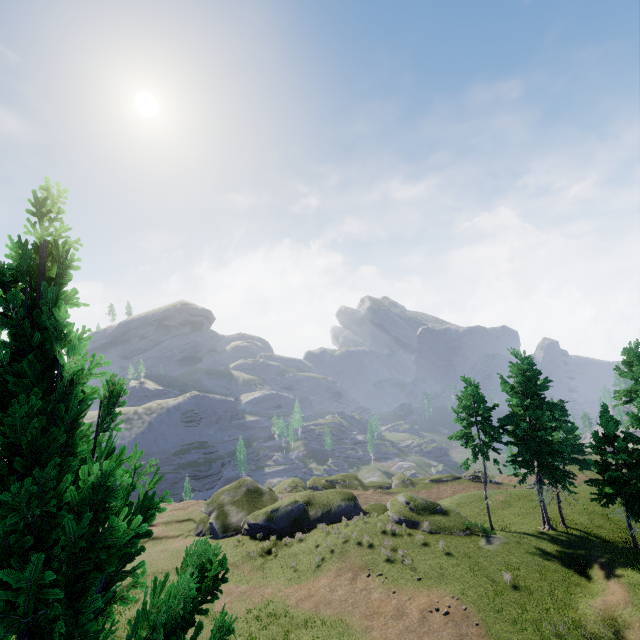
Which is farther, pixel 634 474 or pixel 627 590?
pixel 634 474
